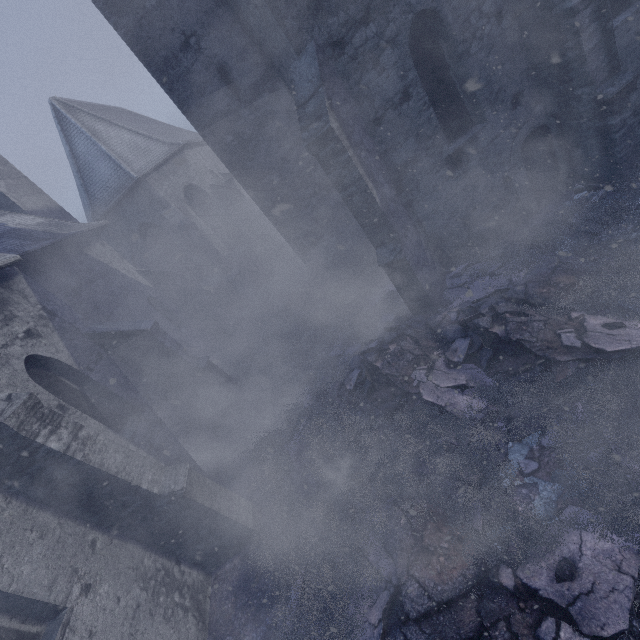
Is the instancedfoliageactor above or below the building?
Result: below

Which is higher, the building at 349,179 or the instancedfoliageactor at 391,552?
the building at 349,179

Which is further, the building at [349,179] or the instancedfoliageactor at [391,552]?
the building at [349,179]

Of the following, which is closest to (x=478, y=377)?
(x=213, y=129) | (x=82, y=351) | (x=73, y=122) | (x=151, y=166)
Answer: (x=213, y=129)

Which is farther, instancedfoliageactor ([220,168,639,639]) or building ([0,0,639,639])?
building ([0,0,639,639])
